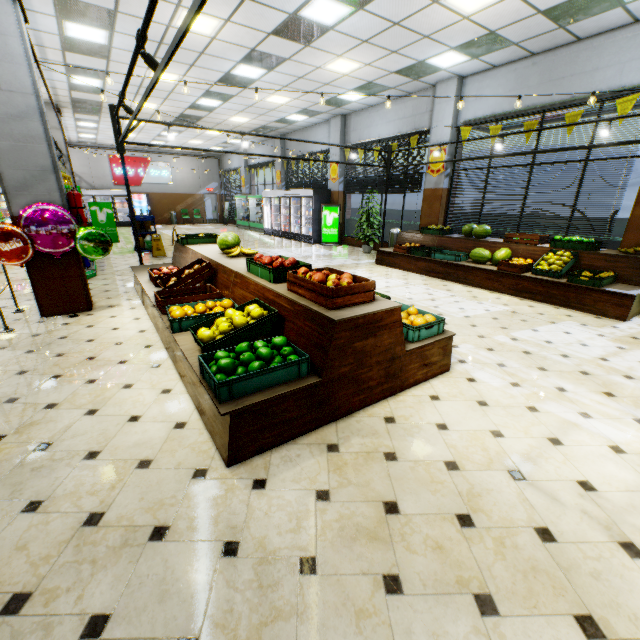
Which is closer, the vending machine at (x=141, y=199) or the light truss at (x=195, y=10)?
the light truss at (x=195, y=10)

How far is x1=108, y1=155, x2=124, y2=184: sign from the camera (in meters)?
20.89

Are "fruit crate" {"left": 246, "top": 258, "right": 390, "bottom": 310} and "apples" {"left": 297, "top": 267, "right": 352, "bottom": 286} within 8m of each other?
yes

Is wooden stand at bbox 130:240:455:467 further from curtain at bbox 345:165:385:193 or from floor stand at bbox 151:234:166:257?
curtain at bbox 345:165:385:193

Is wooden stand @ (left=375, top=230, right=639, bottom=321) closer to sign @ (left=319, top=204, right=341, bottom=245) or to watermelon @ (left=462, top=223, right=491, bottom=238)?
watermelon @ (left=462, top=223, right=491, bottom=238)

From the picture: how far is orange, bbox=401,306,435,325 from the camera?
3.3m

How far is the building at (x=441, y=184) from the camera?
9.5 meters

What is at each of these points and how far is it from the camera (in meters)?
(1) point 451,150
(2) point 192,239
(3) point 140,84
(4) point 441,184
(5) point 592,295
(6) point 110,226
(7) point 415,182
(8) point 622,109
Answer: (1) building, 9.24
(2) fruit crate, 6.40
(3) building, 9.54
(4) building, 9.52
(5) wooden stand, 5.64
(6) sign, 13.75
(7) curtain, 10.38
(8) banner sign, 6.11
